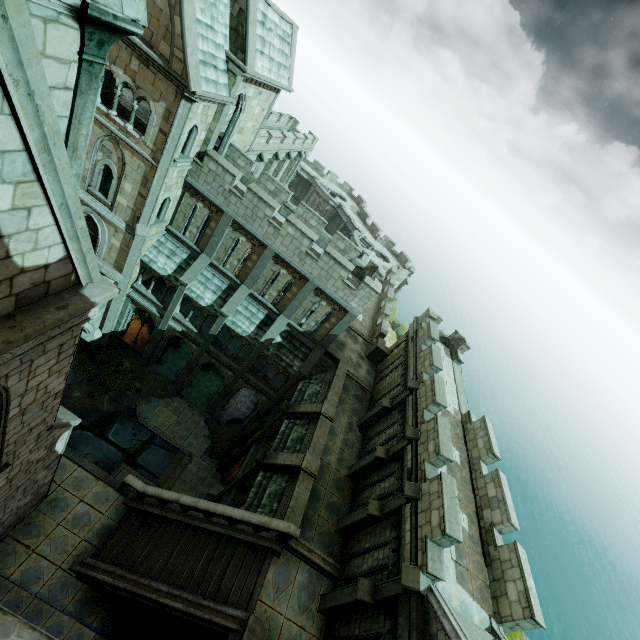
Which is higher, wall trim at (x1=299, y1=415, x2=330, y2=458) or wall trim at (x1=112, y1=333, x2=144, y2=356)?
wall trim at (x1=299, y1=415, x2=330, y2=458)

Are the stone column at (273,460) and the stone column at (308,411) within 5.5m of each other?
yes

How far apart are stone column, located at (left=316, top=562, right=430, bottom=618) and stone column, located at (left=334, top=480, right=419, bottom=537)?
2.2m

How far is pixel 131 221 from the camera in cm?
1831

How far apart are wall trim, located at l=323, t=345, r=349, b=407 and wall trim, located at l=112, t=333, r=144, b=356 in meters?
14.0

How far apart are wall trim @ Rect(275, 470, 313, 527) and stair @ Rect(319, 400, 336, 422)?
A: 3.3m

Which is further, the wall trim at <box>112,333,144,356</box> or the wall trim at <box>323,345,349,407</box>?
the wall trim at <box>112,333,144,356</box>

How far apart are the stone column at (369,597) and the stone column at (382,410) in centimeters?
842cm
